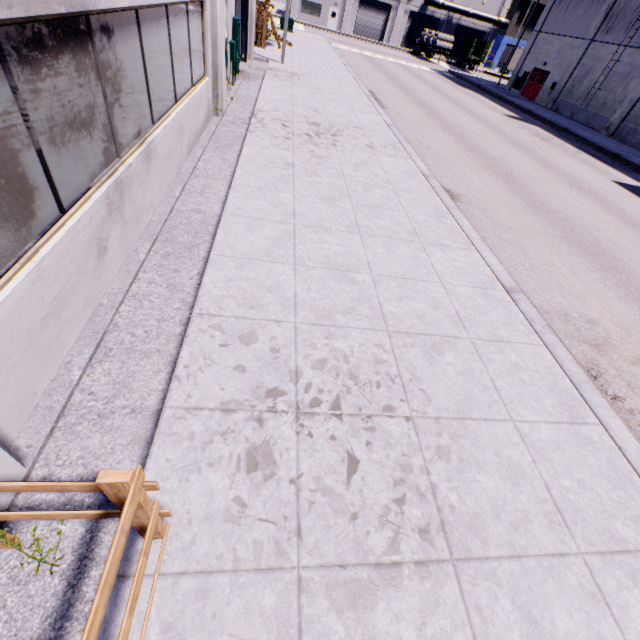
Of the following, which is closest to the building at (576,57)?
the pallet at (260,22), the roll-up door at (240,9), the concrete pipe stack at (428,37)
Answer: the roll-up door at (240,9)

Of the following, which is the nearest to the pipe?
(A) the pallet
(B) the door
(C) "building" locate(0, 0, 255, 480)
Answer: (C) "building" locate(0, 0, 255, 480)

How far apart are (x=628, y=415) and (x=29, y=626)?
6.64m

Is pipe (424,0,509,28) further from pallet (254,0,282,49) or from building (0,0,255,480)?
pallet (254,0,282,49)

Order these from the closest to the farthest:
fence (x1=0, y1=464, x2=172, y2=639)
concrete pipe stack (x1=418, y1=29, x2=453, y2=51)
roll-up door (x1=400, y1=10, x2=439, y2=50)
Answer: fence (x1=0, y1=464, x2=172, y2=639) → concrete pipe stack (x1=418, y1=29, x2=453, y2=51) → roll-up door (x1=400, y1=10, x2=439, y2=50)

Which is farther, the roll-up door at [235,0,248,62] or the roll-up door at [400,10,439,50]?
the roll-up door at [400,10,439,50]

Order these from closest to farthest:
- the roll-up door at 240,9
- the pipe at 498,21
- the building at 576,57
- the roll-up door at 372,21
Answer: the roll-up door at 240,9
the building at 576,57
the pipe at 498,21
the roll-up door at 372,21

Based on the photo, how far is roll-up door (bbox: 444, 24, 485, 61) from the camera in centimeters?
5128cm
